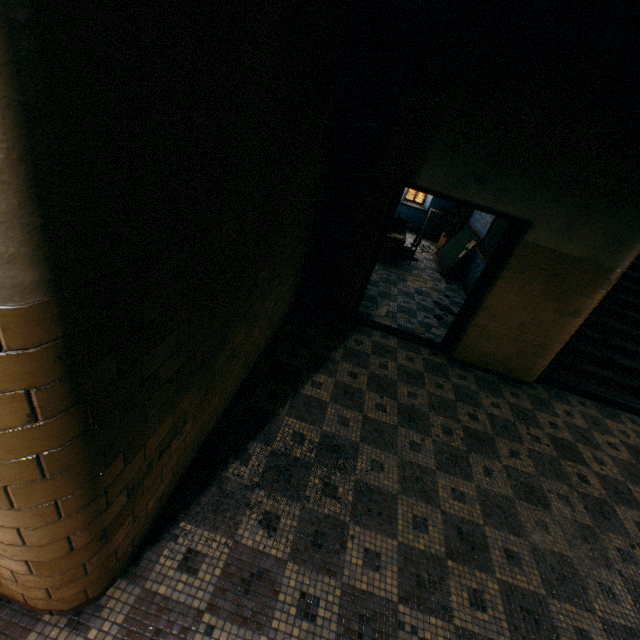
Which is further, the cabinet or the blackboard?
the cabinet

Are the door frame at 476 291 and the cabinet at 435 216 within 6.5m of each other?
no

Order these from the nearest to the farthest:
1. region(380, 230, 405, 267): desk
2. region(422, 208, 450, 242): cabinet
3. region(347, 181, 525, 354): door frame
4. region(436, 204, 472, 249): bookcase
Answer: region(347, 181, 525, 354): door frame < region(380, 230, 405, 267): desk < region(436, 204, 472, 249): bookcase < region(422, 208, 450, 242): cabinet

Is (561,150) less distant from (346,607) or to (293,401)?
(293,401)

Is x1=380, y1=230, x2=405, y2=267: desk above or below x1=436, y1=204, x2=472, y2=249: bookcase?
below

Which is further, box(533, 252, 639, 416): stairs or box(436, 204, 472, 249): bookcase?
box(436, 204, 472, 249): bookcase

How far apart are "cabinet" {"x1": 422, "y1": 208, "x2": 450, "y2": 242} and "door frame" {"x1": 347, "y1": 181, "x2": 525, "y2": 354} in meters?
7.3 m

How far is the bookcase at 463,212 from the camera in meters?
9.5 m
